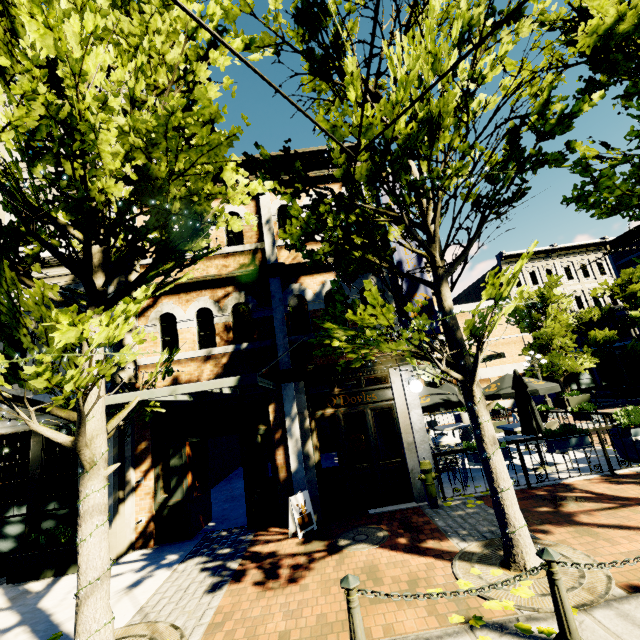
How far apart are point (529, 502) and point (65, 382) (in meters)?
8.21

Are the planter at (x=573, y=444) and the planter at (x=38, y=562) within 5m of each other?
no

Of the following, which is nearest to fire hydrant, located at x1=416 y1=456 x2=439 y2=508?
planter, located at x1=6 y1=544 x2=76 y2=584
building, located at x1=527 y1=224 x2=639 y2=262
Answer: planter, located at x1=6 y1=544 x2=76 y2=584

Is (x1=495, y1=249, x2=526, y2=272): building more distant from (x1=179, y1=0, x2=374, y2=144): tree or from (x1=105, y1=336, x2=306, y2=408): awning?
(x1=105, y1=336, x2=306, y2=408): awning

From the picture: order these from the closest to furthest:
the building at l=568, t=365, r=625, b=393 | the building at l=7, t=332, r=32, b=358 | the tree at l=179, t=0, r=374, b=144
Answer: the tree at l=179, t=0, r=374, b=144 → the building at l=7, t=332, r=32, b=358 → the building at l=568, t=365, r=625, b=393

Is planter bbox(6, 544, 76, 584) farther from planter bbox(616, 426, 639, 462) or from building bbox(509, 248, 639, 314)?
building bbox(509, 248, 639, 314)

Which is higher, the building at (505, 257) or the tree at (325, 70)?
the building at (505, 257)

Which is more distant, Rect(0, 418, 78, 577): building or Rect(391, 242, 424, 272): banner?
Rect(391, 242, 424, 272): banner
